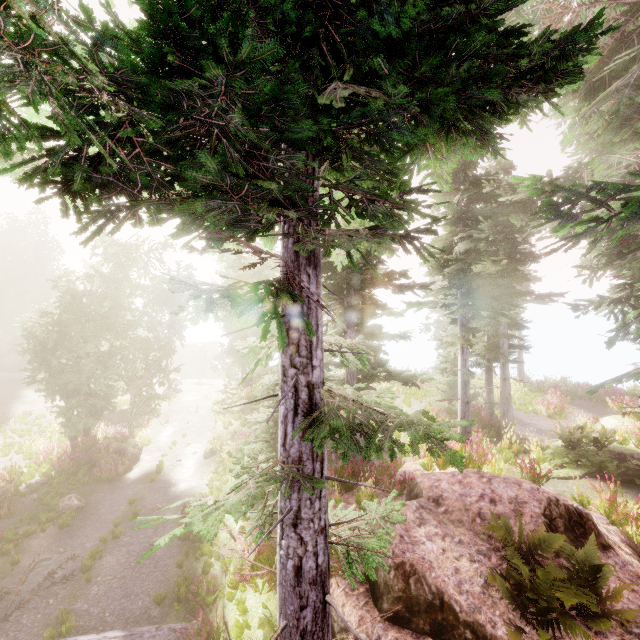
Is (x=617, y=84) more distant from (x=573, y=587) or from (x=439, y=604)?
(x=439, y=604)

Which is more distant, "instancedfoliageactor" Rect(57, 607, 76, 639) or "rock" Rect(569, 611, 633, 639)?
"instancedfoliageactor" Rect(57, 607, 76, 639)

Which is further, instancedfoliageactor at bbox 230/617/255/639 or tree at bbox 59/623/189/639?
tree at bbox 59/623/189/639

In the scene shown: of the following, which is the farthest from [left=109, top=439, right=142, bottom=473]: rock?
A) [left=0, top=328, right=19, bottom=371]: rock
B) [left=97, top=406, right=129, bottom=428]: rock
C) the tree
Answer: [left=0, top=328, right=19, bottom=371]: rock

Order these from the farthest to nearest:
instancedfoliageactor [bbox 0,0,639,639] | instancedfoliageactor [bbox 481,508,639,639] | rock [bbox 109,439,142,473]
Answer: rock [bbox 109,439,142,473] < instancedfoliageactor [bbox 481,508,639,639] < instancedfoliageactor [bbox 0,0,639,639]

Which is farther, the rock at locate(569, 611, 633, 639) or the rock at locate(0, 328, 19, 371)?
the rock at locate(0, 328, 19, 371)

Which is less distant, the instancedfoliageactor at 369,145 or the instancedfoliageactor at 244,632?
the instancedfoliageactor at 369,145

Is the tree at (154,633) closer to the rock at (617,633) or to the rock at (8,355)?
the rock at (617,633)
